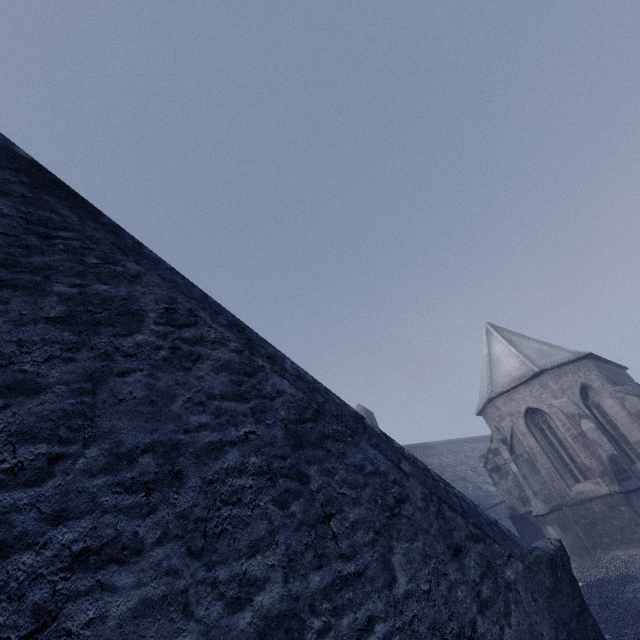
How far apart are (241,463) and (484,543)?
2.0m
